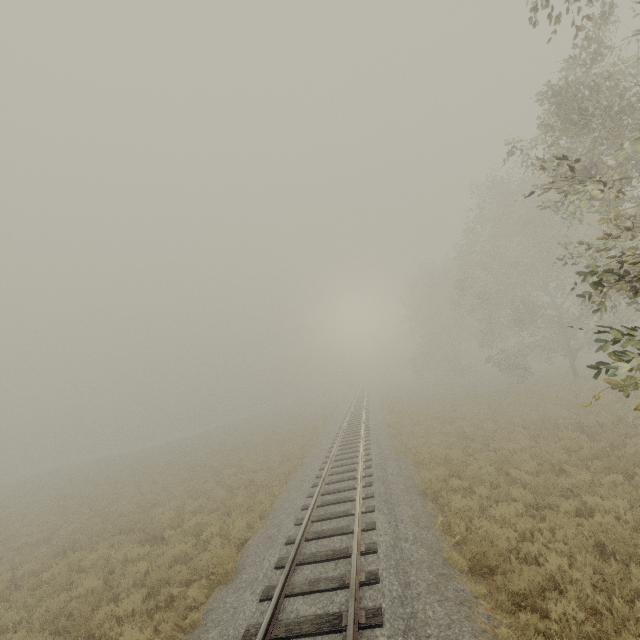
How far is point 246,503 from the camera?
13.9 meters
